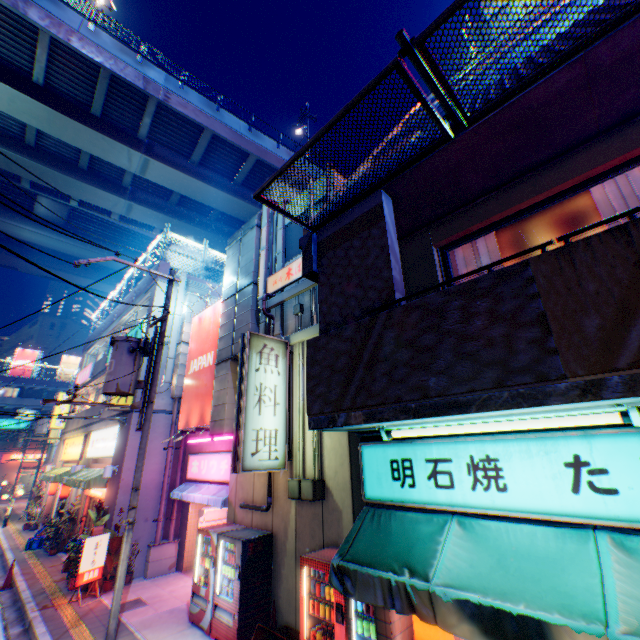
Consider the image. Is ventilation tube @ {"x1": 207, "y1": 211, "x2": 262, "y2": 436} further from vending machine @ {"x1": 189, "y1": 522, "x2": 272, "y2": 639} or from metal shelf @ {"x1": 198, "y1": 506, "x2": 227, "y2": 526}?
metal shelf @ {"x1": 198, "y1": 506, "x2": 227, "y2": 526}

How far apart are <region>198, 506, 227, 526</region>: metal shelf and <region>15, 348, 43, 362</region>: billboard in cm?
5483

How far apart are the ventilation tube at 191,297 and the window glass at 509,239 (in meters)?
13.08

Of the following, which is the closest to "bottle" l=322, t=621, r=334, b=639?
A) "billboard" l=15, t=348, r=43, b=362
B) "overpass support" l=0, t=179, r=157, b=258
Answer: "overpass support" l=0, t=179, r=157, b=258

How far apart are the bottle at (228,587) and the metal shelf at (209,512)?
5.12m

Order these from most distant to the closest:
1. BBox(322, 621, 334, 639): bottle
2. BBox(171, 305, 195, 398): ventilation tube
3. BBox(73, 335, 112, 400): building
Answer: BBox(73, 335, 112, 400): building → BBox(171, 305, 195, 398): ventilation tube → BBox(322, 621, 334, 639): bottle

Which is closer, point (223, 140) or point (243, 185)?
point (223, 140)

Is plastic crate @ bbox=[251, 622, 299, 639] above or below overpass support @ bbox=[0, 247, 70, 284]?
below
